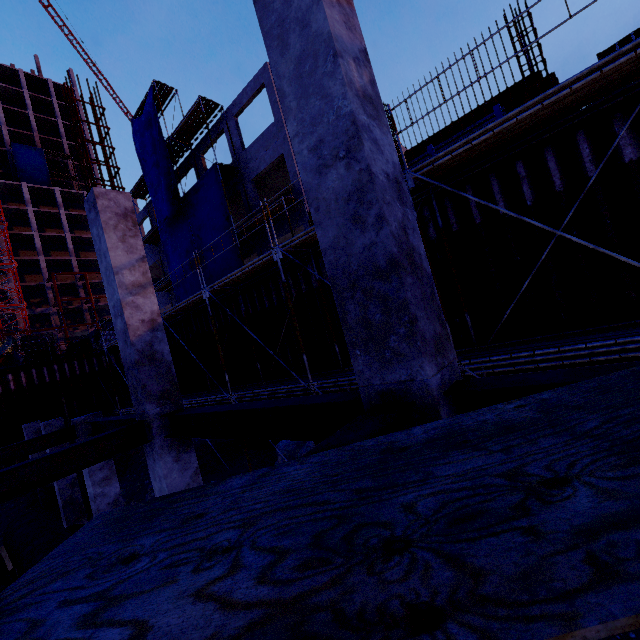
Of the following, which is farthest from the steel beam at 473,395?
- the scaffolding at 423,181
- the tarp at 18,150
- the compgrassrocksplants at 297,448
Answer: the tarp at 18,150

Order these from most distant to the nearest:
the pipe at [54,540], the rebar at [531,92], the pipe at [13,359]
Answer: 1. the pipe at [13,359]
2. the rebar at [531,92]
3. the pipe at [54,540]

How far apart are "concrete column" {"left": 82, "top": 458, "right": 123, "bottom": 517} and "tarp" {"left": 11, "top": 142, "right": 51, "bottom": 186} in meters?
63.3

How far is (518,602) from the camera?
0.6 meters

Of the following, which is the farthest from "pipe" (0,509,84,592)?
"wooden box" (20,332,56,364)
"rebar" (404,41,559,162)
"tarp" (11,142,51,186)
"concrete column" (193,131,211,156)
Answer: "tarp" (11,142,51,186)

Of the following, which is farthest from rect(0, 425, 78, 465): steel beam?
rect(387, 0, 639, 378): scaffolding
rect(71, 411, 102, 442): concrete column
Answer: rect(387, 0, 639, 378): scaffolding

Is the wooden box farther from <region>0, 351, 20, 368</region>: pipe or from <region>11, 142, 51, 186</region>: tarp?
<region>11, 142, 51, 186</region>: tarp

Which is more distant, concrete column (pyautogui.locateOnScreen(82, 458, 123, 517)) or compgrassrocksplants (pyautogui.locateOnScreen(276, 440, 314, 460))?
compgrassrocksplants (pyautogui.locateOnScreen(276, 440, 314, 460))
